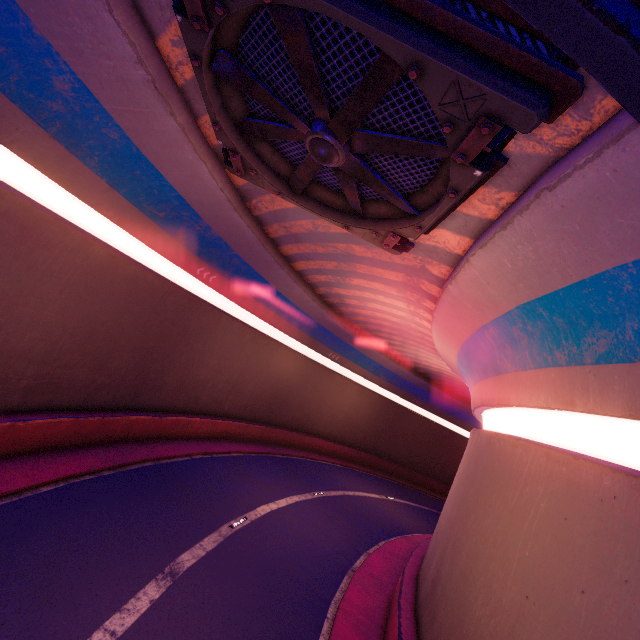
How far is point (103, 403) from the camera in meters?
13.9 m

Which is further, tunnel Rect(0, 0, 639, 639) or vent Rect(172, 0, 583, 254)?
tunnel Rect(0, 0, 639, 639)

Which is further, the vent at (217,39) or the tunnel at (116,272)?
the tunnel at (116,272)
